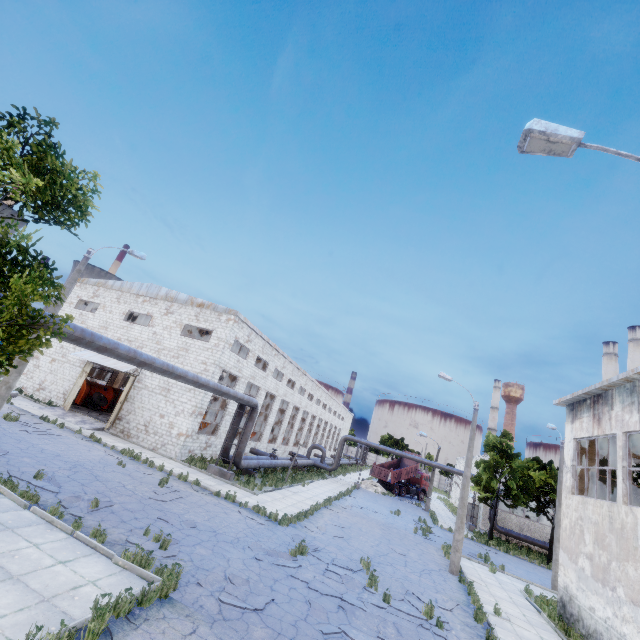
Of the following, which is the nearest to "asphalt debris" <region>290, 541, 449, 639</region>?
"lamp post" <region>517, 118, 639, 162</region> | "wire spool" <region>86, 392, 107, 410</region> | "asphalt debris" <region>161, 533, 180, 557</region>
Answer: "asphalt debris" <region>161, 533, 180, 557</region>

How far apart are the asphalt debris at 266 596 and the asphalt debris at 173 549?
1.2 meters

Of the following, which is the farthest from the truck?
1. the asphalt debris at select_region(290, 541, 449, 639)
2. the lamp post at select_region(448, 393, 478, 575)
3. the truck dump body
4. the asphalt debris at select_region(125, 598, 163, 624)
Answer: the asphalt debris at select_region(125, 598, 163, 624)

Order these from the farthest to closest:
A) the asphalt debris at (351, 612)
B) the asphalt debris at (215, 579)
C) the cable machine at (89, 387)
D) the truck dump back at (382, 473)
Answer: the truck dump back at (382, 473), the cable machine at (89, 387), the asphalt debris at (351, 612), the asphalt debris at (215, 579)

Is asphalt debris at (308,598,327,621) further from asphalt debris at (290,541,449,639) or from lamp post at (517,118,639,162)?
lamp post at (517,118,639,162)

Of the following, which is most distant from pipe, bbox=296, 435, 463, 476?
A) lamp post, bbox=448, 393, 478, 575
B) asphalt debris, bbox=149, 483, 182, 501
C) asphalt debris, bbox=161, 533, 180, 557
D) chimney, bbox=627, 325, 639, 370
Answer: asphalt debris, bbox=161, 533, 180, 557

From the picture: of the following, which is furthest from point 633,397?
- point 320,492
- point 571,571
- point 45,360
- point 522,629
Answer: point 45,360

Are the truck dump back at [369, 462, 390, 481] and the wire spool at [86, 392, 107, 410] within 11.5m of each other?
Answer: no
